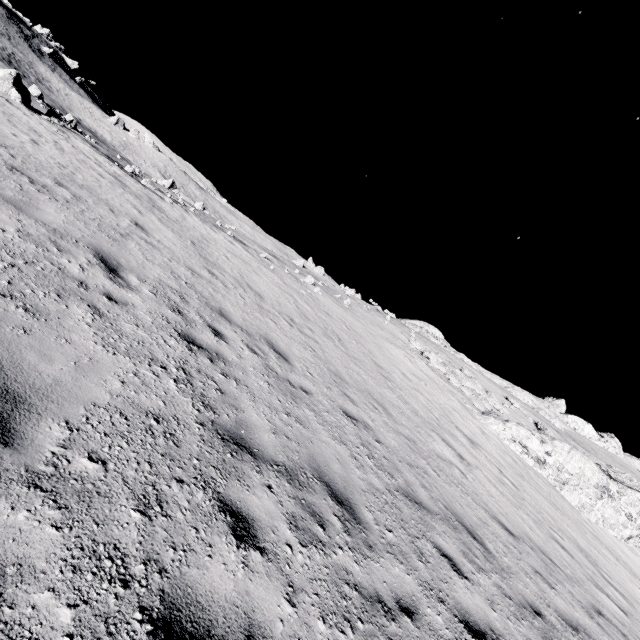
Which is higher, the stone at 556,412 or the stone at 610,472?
the stone at 556,412

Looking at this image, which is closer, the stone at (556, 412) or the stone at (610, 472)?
the stone at (610, 472)

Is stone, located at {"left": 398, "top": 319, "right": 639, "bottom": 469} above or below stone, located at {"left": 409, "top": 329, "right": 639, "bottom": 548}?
above

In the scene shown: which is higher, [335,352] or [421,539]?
[335,352]

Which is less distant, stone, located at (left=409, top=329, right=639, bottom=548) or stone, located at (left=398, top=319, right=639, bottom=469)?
stone, located at (left=409, top=329, right=639, bottom=548)
